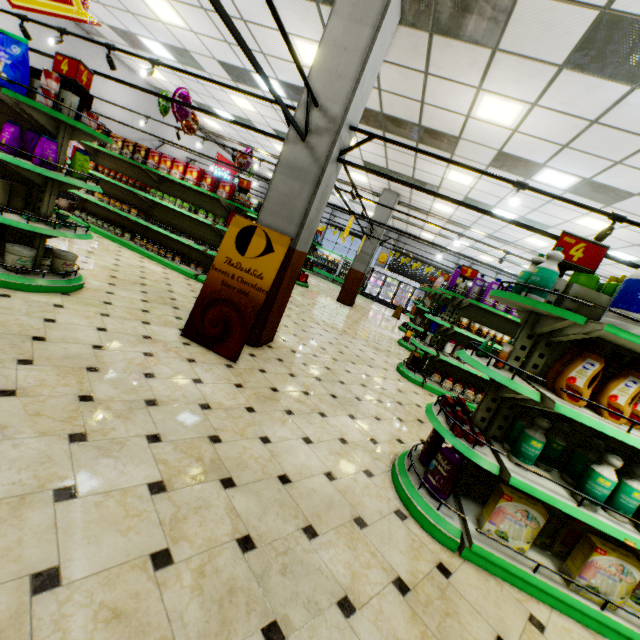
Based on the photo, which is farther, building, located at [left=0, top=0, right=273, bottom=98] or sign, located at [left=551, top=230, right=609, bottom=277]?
building, located at [left=0, top=0, right=273, bottom=98]

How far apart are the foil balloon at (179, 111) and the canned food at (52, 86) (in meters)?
4.28

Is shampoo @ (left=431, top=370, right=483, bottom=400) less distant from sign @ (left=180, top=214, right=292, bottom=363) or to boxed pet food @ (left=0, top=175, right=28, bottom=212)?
sign @ (left=180, top=214, right=292, bottom=363)

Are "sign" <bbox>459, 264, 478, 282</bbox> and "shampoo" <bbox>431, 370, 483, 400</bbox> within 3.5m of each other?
yes

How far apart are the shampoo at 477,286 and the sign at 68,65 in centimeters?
646cm

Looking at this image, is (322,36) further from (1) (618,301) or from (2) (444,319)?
(2) (444,319)

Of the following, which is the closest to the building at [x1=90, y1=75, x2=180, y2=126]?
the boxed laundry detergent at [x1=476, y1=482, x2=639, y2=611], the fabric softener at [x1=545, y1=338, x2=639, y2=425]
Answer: the boxed laundry detergent at [x1=476, y1=482, x2=639, y2=611]

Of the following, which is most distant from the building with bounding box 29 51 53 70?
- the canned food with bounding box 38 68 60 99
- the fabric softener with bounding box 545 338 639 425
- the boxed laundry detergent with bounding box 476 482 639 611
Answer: the canned food with bounding box 38 68 60 99
